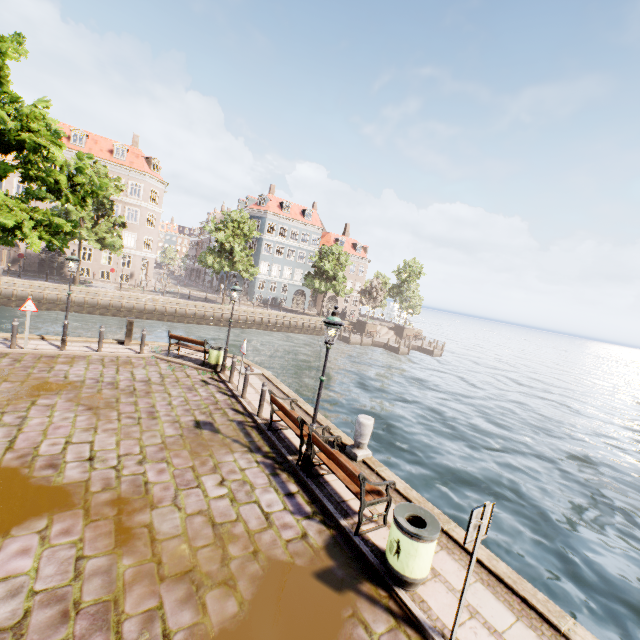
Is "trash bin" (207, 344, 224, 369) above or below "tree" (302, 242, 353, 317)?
below

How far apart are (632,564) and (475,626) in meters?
9.9

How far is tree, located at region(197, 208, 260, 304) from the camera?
34.5 meters

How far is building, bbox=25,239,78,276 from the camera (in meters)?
35.06

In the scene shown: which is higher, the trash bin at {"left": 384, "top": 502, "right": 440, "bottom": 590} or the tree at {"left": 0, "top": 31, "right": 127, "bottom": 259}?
the tree at {"left": 0, "top": 31, "right": 127, "bottom": 259}

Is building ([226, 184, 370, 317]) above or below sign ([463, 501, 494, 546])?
above

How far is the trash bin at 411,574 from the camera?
4.70m

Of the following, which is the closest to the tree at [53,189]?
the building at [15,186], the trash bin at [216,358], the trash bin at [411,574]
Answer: the building at [15,186]
